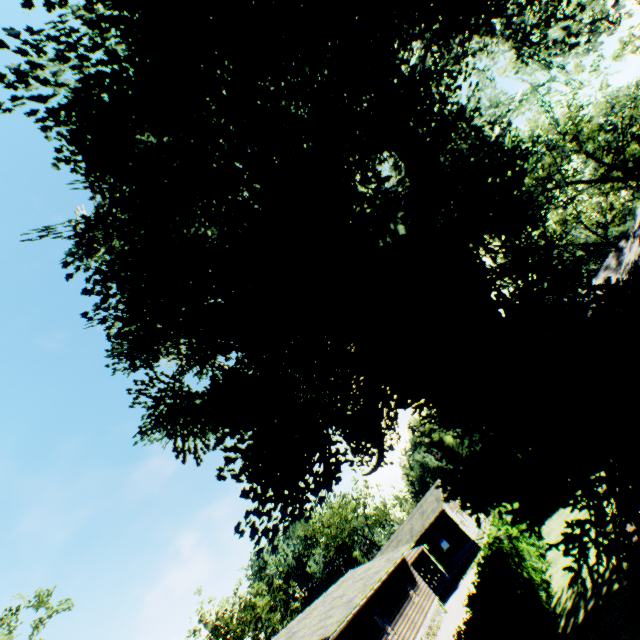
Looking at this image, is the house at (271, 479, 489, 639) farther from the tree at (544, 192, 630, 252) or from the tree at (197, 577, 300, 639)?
the tree at (544, 192, 630, 252)

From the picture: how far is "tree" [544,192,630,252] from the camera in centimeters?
4147cm

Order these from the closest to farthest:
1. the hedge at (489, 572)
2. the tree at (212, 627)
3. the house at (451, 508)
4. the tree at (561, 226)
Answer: the hedge at (489, 572)
the house at (451, 508)
the tree at (561, 226)
the tree at (212, 627)

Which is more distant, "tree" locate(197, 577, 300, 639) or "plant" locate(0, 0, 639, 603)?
"tree" locate(197, 577, 300, 639)

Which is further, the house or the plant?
the house

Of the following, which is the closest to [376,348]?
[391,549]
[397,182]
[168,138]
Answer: [397,182]

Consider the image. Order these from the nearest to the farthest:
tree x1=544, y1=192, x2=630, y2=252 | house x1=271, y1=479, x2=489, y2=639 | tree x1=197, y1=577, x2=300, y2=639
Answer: house x1=271, y1=479, x2=489, y2=639 → tree x1=544, y1=192, x2=630, y2=252 → tree x1=197, y1=577, x2=300, y2=639

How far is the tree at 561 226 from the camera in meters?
41.5 m
